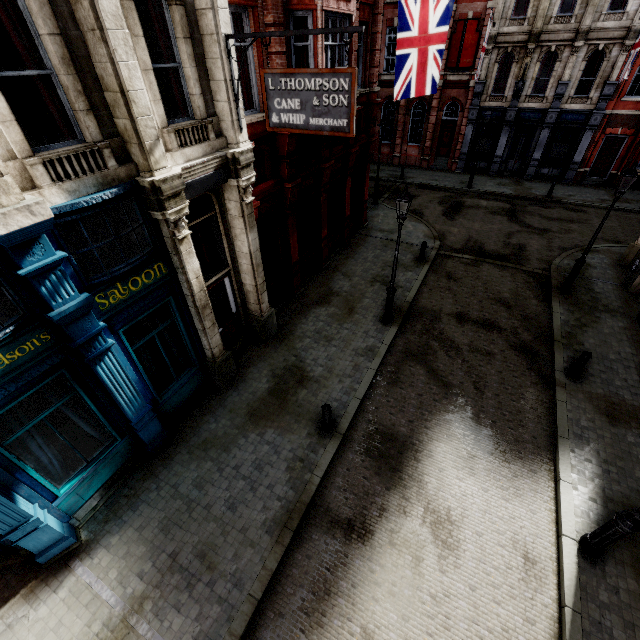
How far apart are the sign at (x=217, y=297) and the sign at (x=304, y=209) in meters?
4.1 m

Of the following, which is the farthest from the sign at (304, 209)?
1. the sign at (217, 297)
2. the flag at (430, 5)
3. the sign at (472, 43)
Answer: the sign at (472, 43)

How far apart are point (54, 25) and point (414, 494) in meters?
10.5 m

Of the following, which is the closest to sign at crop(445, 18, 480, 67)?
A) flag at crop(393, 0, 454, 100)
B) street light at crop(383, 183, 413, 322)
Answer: street light at crop(383, 183, 413, 322)

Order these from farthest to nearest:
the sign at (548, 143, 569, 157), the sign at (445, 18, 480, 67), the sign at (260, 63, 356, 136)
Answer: the sign at (548, 143, 569, 157) < the sign at (445, 18, 480, 67) < the sign at (260, 63, 356, 136)

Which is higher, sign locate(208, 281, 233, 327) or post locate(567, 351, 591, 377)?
sign locate(208, 281, 233, 327)

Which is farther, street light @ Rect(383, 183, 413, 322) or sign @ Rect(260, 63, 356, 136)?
street light @ Rect(383, 183, 413, 322)

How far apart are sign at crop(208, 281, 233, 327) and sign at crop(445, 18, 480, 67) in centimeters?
2372cm
